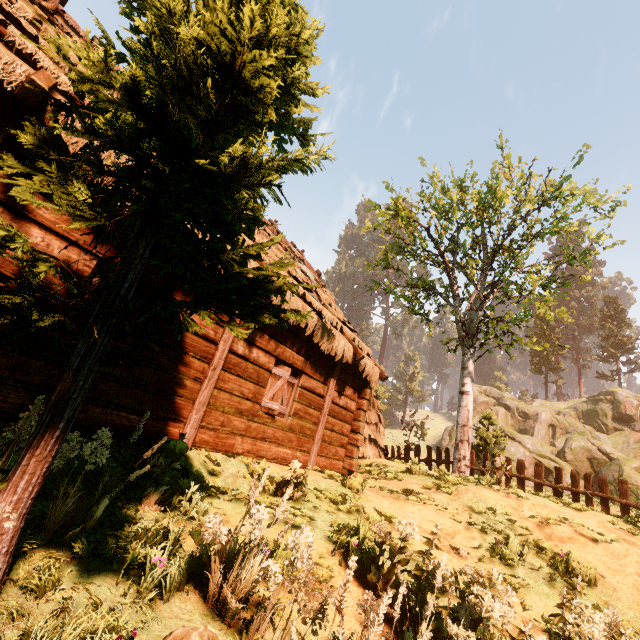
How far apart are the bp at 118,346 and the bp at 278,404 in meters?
3.0

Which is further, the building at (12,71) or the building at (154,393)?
the building at (154,393)

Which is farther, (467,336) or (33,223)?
(467,336)

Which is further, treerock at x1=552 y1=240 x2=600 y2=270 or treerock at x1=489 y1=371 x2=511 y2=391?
treerock at x1=489 y1=371 x2=511 y2=391

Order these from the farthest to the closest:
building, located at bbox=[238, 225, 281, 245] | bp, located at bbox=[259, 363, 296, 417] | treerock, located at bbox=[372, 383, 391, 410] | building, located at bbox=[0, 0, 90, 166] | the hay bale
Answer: treerock, located at bbox=[372, 383, 391, 410]
the hay bale
bp, located at bbox=[259, 363, 296, 417]
building, located at bbox=[238, 225, 281, 245]
building, located at bbox=[0, 0, 90, 166]

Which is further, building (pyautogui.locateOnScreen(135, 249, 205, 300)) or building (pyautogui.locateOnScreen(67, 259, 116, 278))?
building (pyautogui.locateOnScreen(135, 249, 205, 300))

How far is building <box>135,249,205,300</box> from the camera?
5.0 meters

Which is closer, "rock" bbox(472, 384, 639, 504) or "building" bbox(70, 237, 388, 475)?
"building" bbox(70, 237, 388, 475)
